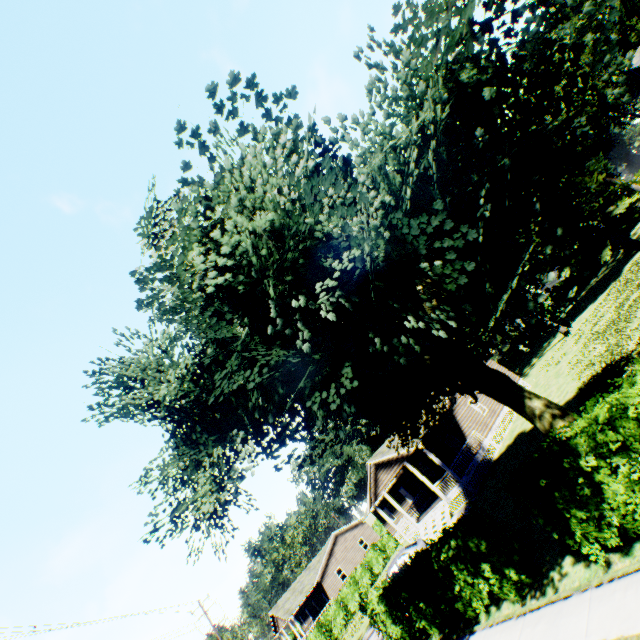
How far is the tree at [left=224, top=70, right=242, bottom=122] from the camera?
7.25m

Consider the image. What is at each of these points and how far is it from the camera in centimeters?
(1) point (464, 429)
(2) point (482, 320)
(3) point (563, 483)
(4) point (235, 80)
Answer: (1) house, 2552cm
(2) tree, 891cm
(3) hedge, 672cm
(4) tree, 729cm

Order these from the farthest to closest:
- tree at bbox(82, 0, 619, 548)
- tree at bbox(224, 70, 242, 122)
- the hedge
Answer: tree at bbox(224, 70, 242, 122)
the hedge
tree at bbox(82, 0, 619, 548)

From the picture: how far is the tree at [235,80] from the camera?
7.3 meters

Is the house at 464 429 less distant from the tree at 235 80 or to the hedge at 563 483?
the tree at 235 80

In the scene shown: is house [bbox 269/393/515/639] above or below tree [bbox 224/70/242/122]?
below

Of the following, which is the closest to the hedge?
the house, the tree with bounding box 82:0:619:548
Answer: the tree with bounding box 82:0:619:548
